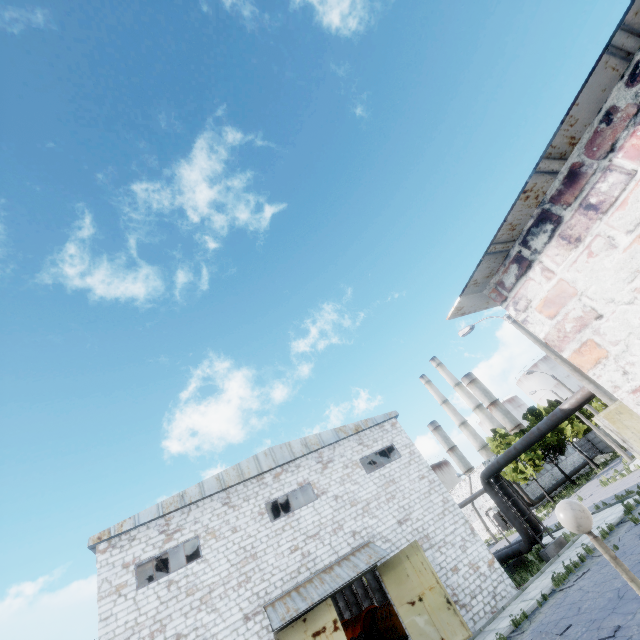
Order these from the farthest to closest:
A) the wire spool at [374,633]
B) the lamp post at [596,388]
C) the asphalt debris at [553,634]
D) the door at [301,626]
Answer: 1. the wire spool at [374,633]
2. the door at [301,626]
3. the lamp post at [596,388]
4. the asphalt debris at [553,634]

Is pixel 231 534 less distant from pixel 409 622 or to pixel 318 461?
pixel 318 461

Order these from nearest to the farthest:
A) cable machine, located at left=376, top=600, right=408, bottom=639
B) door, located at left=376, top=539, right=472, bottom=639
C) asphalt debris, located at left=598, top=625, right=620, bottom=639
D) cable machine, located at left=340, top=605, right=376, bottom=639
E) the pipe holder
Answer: asphalt debris, located at left=598, top=625, right=620, bottom=639 < door, located at left=376, top=539, right=472, bottom=639 < the pipe holder < cable machine, located at left=376, top=600, right=408, bottom=639 < cable machine, located at left=340, top=605, right=376, bottom=639

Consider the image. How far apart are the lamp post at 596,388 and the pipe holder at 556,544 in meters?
10.9

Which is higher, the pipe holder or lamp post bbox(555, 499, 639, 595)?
lamp post bbox(555, 499, 639, 595)

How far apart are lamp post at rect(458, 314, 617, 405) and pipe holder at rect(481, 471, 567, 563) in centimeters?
1086cm

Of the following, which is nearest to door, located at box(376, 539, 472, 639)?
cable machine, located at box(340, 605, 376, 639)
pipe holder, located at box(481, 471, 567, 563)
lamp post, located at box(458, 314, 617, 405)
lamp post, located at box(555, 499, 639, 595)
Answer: pipe holder, located at box(481, 471, 567, 563)

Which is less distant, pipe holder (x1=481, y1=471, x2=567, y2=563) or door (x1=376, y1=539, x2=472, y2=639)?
door (x1=376, y1=539, x2=472, y2=639)
